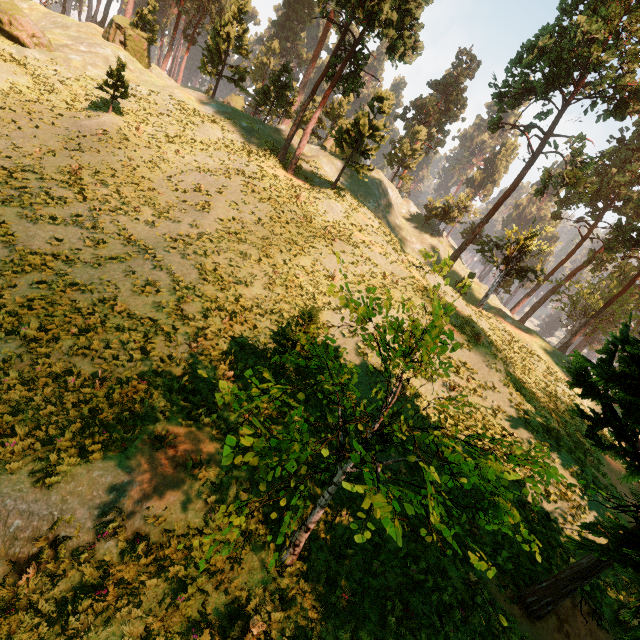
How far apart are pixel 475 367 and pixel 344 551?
12.1 meters

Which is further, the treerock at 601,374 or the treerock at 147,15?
the treerock at 147,15

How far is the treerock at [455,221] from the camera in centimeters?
4578cm

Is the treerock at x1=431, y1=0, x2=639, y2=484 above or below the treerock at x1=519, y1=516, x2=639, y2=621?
above

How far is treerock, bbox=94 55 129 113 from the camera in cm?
2225

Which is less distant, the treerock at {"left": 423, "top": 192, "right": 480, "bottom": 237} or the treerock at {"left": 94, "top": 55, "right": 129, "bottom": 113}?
the treerock at {"left": 94, "top": 55, "right": 129, "bottom": 113}

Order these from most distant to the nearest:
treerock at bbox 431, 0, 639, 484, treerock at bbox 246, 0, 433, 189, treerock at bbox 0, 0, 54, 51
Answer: treerock at bbox 0, 0, 54, 51, treerock at bbox 246, 0, 433, 189, treerock at bbox 431, 0, 639, 484
